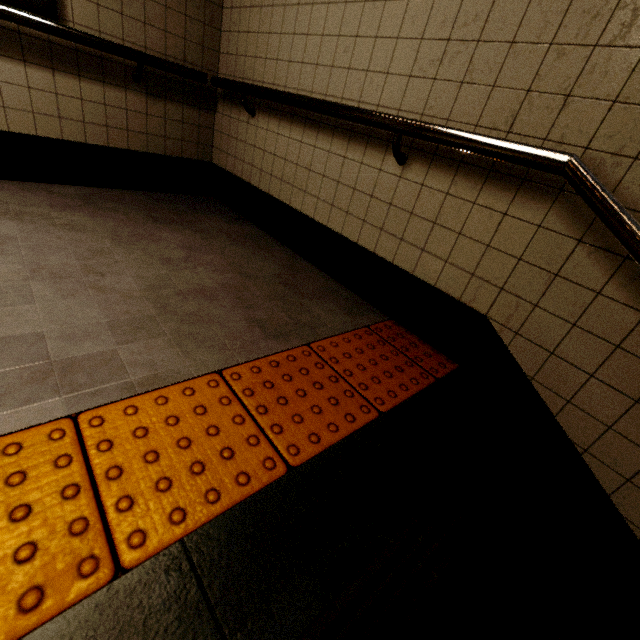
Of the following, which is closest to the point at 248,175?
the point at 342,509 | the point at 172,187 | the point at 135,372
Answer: the point at 172,187

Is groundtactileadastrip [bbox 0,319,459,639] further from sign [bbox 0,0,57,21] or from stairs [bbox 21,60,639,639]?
sign [bbox 0,0,57,21]

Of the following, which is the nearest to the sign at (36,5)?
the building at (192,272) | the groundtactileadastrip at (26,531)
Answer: the building at (192,272)

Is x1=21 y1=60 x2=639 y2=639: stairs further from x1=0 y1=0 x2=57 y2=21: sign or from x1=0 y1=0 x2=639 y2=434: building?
x1=0 y1=0 x2=57 y2=21: sign

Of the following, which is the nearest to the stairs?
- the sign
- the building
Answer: the building

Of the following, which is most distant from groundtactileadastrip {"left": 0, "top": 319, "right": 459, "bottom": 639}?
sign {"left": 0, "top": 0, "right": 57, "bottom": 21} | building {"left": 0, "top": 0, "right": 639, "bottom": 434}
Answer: sign {"left": 0, "top": 0, "right": 57, "bottom": 21}

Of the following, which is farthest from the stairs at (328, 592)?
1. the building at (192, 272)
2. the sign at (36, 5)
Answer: the sign at (36, 5)
